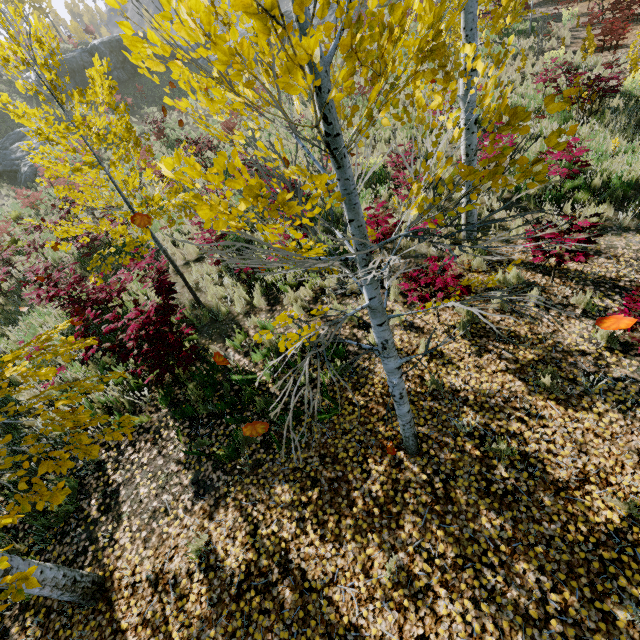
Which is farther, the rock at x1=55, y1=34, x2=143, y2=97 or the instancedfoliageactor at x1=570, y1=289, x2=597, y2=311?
the rock at x1=55, y1=34, x2=143, y2=97

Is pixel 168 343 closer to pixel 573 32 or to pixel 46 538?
pixel 46 538

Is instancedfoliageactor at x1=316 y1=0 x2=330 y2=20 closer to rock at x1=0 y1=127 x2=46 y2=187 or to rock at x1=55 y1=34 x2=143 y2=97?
rock at x1=0 y1=127 x2=46 y2=187

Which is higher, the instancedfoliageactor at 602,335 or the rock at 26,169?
the rock at 26,169

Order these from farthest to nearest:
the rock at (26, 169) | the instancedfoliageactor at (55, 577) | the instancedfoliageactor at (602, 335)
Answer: the rock at (26, 169) < the instancedfoliageactor at (602, 335) < the instancedfoliageactor at (55, 577)

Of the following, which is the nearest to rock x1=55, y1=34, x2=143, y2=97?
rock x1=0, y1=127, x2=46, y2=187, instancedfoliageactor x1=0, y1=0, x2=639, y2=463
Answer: rock x1=0, y1=127, x2=46, y2=187
